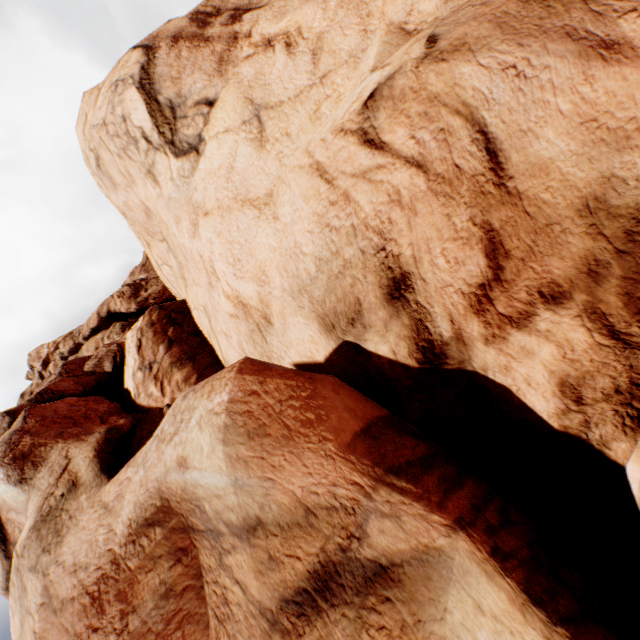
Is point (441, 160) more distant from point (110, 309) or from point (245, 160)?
point (110, 309)
